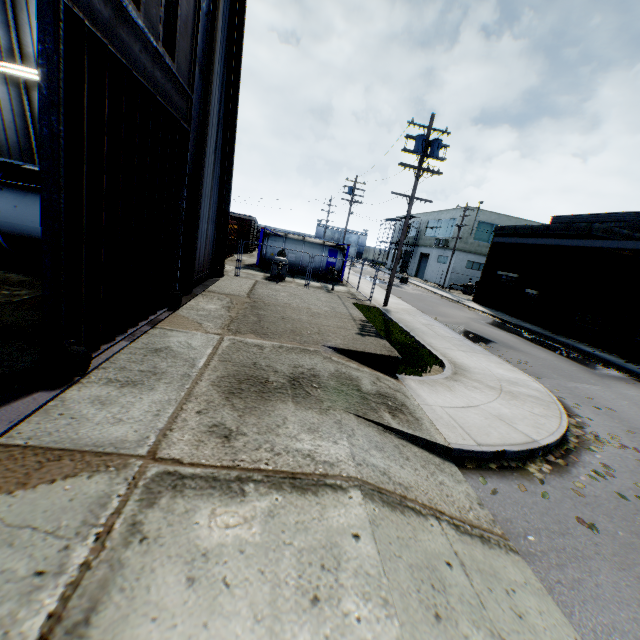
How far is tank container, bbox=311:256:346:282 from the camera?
24.9m

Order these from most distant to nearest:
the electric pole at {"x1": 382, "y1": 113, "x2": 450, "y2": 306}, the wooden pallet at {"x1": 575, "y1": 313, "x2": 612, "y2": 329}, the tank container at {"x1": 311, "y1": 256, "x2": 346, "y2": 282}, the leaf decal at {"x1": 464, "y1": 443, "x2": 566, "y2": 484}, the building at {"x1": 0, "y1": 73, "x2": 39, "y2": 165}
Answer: the tank container at {"x1": 311, "y1": 256, "x2": 346, "y2": 282} < the wooden pallet at {"x1": 575, "y1": 313, "x2": 612, "y2": 329} < the electric pole at {"x1": 382, "y1": 113, "x2": 450, "y2": 306} < the building at {"x1": 0, "y1": 73, "x2": 39, "y2": 165} < the leaf decal at {"x1": 464, "y1": 443, "x2": 566, "y2": 484}

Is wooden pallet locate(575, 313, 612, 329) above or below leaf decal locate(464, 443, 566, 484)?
above

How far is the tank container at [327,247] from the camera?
24.2 meters

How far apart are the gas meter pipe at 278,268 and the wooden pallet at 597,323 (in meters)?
18.60

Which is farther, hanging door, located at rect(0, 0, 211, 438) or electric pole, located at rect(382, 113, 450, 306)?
electric pole, located at rect(382, 113, 450, 306)

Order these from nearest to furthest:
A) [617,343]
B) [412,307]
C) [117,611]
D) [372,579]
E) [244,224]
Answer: [117,611]
[372,579]
[617,343]
[412,307]
[244,224]

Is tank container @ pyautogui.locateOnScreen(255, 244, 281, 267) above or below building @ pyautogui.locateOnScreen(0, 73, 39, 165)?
below
